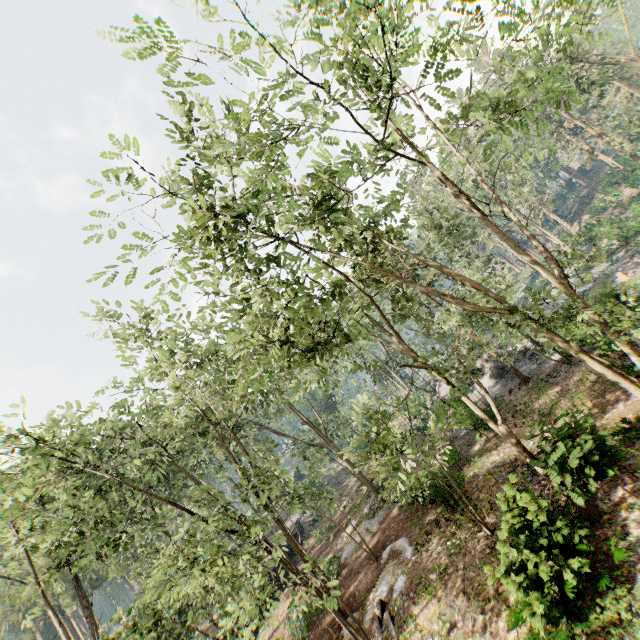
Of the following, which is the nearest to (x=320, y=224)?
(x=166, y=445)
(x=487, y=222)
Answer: (x=487, y=222)

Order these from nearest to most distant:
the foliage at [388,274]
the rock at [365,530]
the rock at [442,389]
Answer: the foliage at [388,274] → the rock at [365,530] → the rock at [442,389]

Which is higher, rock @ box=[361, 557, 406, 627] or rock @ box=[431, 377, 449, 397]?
rock @ box=[431, 377, 449, 397]

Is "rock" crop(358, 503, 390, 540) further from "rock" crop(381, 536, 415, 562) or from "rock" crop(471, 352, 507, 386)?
"rock" crop(471, 352, 507, 386)

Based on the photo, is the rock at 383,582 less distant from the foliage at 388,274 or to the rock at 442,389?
the foliage at 388,274

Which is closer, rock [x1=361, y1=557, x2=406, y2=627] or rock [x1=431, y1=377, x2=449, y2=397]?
rock [x1=361, y1=557, x2=406, y2=627]

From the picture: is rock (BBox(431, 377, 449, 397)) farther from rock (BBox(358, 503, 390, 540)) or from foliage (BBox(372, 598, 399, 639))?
rock (BBox(358, 503, 390, 540))

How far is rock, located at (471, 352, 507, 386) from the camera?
27.5 meters
